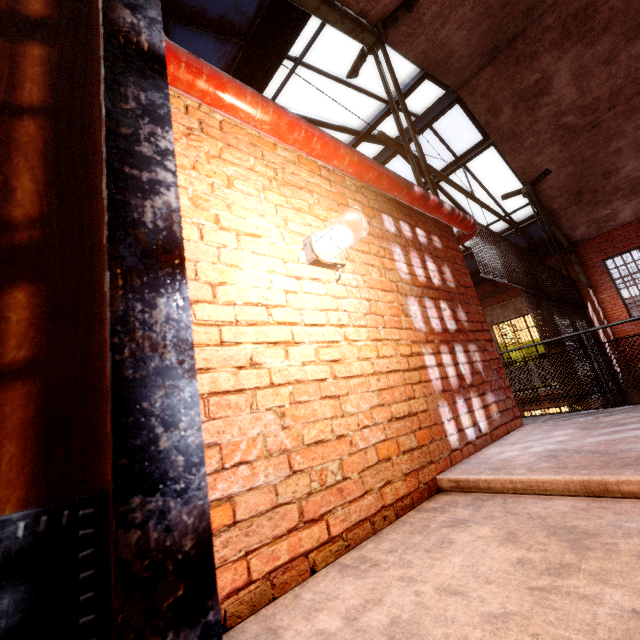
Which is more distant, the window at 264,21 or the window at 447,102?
the window at 447,102

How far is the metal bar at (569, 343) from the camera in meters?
5.4

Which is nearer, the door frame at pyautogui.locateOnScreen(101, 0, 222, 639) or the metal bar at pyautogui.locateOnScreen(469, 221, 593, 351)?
the door frame at pyautogui.locateOnScreen(101, 0, 222, 639)

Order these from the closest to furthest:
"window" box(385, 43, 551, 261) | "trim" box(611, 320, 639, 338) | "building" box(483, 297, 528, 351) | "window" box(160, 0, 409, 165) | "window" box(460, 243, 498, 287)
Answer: "window" box(160, 0, 409, 165), "window" box(385, 43, 551, 261), "building" box(483, 297, 528, 351), "trim" box(611, 320, 639, 338), "window" box(460, 243, 498, 287)

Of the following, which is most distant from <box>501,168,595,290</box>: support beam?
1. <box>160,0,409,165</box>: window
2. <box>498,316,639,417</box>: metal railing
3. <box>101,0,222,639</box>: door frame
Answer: <box>498,316,639,417</box>: metal railing

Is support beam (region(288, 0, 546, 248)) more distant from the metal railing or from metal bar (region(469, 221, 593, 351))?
the metal railing

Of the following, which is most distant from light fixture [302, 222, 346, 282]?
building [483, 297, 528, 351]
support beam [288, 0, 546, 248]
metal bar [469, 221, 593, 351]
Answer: building [483, 297, 528, 351]

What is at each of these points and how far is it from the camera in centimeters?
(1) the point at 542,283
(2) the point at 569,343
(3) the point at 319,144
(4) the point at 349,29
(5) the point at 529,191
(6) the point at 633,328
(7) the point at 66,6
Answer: (1) metal bar, 685cm
(2) metal bar, 648cm
(3) pipe, 231cm
(4) support beam, 472cm
(5) support beam, 1073cm
(6) trim, 1159cm
(7) door, 62cm
